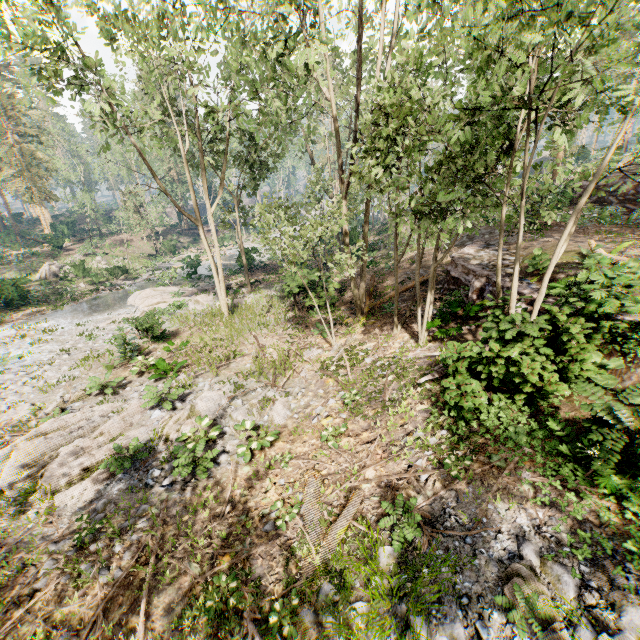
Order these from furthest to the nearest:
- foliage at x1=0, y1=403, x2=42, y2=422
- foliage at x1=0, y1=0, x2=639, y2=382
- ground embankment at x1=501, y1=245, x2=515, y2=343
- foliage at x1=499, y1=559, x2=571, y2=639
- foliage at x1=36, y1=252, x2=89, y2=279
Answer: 1. foliage at x1=36, y1=252, x2=89, y2=279
2. foliage at x1=0, y1=403, x2=42, y2=422
3. ground embankment at x1=501, y1=245, x2=515, y2=343
4. foliage at x1=0, y1=0, x2=639, y2=382
5. foliage at x1=499, y1=559, x2=571, y2=639

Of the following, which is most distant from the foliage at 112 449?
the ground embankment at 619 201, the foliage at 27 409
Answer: the ground embankment at 619 201

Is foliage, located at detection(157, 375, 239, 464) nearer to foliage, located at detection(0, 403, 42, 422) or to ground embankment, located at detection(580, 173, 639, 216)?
foliage, located at detection(0, 403, 42, 422)

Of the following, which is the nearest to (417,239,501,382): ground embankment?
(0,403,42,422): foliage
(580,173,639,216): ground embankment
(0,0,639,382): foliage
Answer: (0,0,639,382): foliage

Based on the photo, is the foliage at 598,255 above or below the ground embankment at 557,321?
above

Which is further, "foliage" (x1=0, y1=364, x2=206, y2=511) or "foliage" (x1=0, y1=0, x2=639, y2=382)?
"foliage" (x1=0, y1=364, x2=206, y2=511)

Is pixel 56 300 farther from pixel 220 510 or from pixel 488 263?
pixel 488 263
